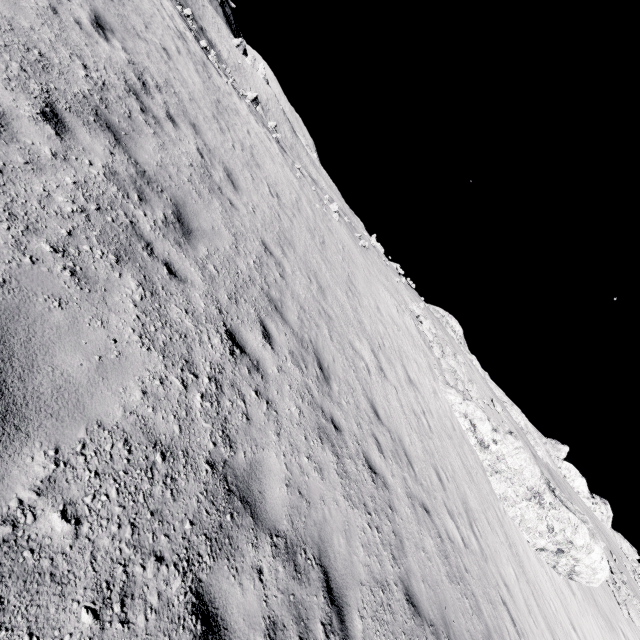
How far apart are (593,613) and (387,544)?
21.70m
